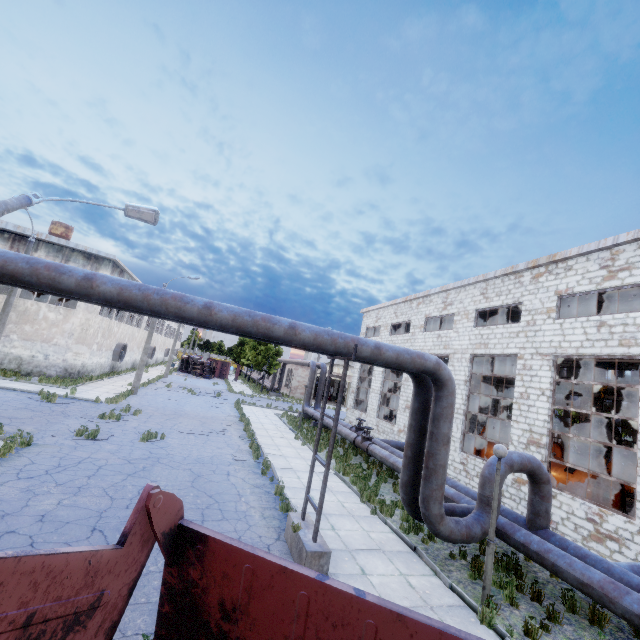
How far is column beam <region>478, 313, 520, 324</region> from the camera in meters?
24.4 m

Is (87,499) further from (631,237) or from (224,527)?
(631,237)

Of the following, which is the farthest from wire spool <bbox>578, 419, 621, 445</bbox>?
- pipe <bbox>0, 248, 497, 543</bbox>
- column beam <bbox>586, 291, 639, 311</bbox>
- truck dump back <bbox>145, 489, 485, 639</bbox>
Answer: truck dump back <bbox>145, 489, 485, 639</bbox>

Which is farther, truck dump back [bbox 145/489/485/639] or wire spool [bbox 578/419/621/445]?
wire spool [bbox 578/419/621/445]

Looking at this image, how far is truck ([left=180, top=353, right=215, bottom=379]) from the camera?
51.25m

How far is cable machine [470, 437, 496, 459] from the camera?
18.3m

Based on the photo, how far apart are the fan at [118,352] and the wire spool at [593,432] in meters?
36.9 m

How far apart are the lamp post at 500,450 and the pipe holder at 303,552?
3.5 meters
